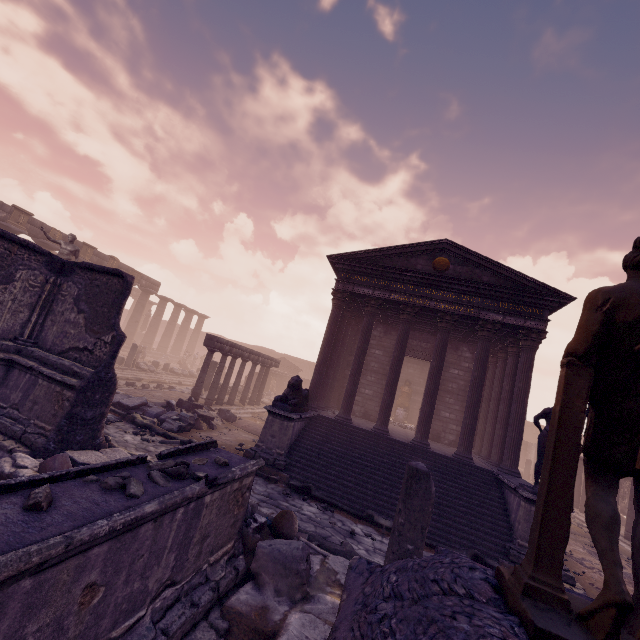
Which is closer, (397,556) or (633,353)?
(633,353)

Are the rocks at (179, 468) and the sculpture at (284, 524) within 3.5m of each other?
yes

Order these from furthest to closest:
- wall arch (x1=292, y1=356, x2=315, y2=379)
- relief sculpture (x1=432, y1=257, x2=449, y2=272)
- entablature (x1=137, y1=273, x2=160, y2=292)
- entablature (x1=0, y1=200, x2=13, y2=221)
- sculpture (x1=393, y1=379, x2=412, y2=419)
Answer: wall arch (x1=292, y1=356, x2=315, y2=379), entablature (x1=137, y1=273, x2=160, y2=292), sculpture (x1=393, y1=379, x2=412, y2=419), entablature (x1=0, y1=200, x2=13, y2=221), relief sculpture (x1=432, y1=257, x2=449, y2=272)

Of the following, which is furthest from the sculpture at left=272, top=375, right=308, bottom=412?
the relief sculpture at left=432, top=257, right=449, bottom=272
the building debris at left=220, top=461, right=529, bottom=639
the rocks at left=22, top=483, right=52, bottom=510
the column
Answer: the column

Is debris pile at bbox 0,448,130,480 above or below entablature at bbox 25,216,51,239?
below

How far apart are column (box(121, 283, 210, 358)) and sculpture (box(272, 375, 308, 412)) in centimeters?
2630cm

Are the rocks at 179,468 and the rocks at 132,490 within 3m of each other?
yes

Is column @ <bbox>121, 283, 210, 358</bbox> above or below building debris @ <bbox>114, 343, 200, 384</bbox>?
above
